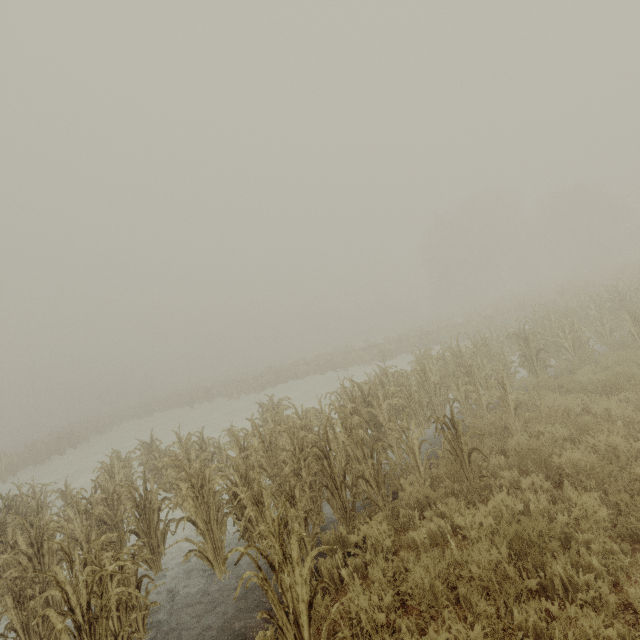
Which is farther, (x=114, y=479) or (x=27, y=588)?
(x=114, y=479)
